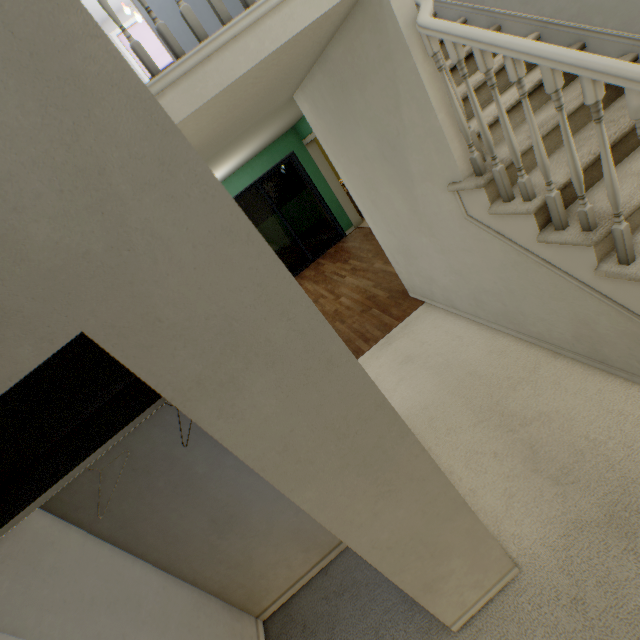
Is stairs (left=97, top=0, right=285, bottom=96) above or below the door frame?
above

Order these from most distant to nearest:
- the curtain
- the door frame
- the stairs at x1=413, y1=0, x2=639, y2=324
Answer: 1. the door frame
2. the curtain
3. the stairs at x1=413, y1=0, x2=639, y2=324

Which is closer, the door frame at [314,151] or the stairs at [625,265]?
the stairs at [625,265]

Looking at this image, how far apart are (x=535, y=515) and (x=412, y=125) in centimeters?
234cm

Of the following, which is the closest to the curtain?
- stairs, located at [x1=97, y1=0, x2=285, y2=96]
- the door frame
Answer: the door frame

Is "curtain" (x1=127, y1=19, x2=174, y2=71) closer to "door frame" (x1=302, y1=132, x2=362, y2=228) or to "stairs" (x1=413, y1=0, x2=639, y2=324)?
"door frame" (x1=302, y1=132, x2=362, y2=228)

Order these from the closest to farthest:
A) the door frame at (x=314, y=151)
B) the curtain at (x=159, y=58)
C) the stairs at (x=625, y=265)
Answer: the stairs at (x=625, y=265) → the curtain at (x=159, y=58) → the door frame at (x=314, y=151)
